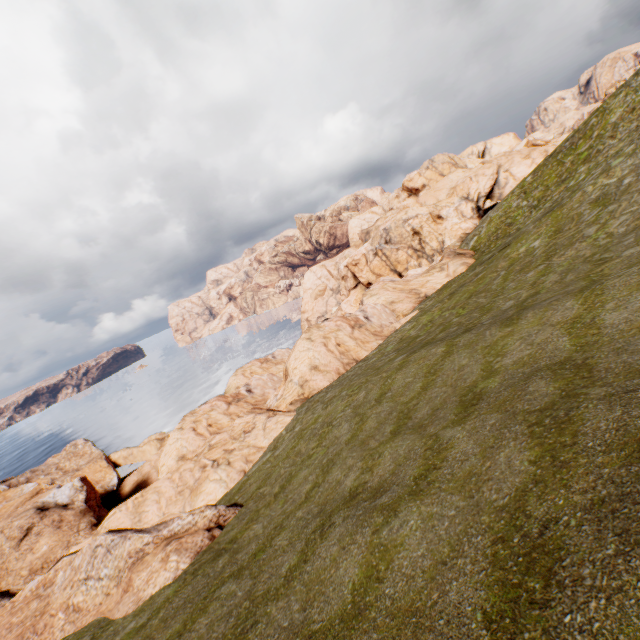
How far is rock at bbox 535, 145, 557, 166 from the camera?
58.6m

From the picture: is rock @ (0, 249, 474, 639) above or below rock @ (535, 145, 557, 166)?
below

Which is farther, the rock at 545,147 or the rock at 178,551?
the rock at 545,147

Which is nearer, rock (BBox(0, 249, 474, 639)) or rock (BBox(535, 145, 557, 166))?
rock (BBox(0, 249, 474, 639))

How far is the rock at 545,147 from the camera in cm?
5859

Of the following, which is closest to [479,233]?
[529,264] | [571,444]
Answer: [529,264]
